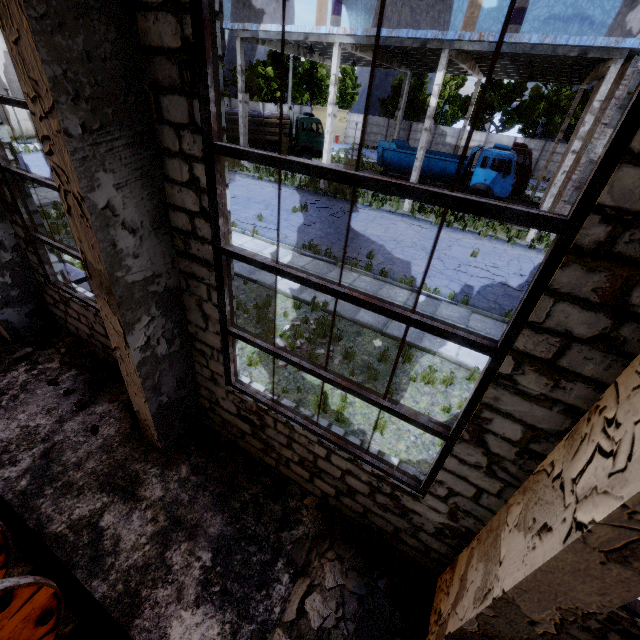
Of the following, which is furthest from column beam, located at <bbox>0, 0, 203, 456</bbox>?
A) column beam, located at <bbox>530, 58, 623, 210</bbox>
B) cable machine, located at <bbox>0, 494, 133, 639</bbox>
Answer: column beam, located at <bbox>530, 58, 623, 210</bbox>

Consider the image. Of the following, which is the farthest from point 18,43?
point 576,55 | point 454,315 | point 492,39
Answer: point 576,55

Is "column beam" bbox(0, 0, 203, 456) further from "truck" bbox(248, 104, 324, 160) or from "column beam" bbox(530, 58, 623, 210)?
"truck" bbox(248, 104, 324, 160)

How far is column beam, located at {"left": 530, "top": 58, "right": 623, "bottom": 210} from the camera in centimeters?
1339cm

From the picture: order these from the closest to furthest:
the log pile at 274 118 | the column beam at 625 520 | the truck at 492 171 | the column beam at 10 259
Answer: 1. the column beam at 625 520
2. the column beam at 10 259
3. the truck at 492 171
4. the log pile at 274 118

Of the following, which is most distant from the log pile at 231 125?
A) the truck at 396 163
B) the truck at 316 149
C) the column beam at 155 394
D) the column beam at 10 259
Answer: the column beam at 155 394

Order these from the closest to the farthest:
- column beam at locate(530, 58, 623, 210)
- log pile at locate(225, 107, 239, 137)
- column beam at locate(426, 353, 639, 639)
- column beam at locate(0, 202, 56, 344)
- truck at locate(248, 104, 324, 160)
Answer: column beam at locate(426, 353, 639, 639), column beam at locate(0, 202, 56, 344), column beam at locate(530, 58, 623, 210), log pile at locate(225, 107, 239, 137), truck at locate(248, 104, 324, 160)

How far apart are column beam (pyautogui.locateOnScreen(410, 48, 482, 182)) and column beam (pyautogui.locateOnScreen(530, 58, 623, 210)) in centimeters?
663cm
